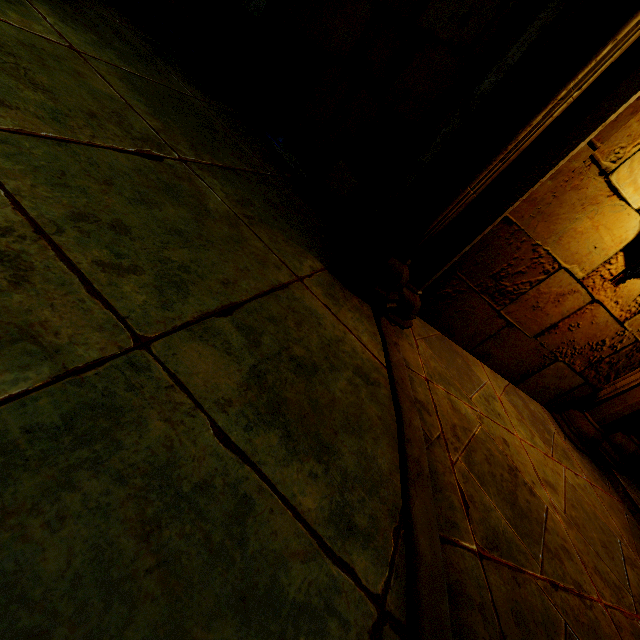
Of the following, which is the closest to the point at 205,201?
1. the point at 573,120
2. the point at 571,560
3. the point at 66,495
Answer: the point at 66,495
